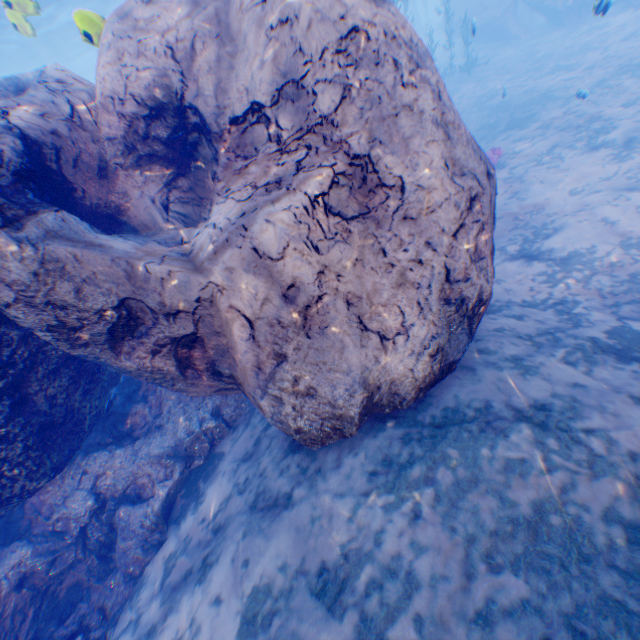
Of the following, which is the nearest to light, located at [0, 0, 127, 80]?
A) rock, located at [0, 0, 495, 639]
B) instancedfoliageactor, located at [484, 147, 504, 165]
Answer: rock, located at [0, 0, 495, 639]

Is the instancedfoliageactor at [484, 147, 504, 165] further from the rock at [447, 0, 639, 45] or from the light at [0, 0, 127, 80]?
the light at [0, 0, 127, 80]

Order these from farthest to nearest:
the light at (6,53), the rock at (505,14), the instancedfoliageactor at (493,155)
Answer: the rock at (505,14), the instancedfoliageactor at (493,155), the light at (6,53)

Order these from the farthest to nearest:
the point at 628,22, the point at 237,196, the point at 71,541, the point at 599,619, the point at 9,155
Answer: the point at 628,22 → the point at 71,541 → the point at 237,196 → the point at 9,155 → the point at 599,619

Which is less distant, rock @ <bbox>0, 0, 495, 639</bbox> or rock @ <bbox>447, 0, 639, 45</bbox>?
rock @ <bbox>0, 0, 495, 639</bbox>

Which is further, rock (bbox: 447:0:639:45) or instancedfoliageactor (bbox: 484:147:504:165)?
rock (bbox: 447:0:639:45)

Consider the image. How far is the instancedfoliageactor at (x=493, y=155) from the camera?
10.64m

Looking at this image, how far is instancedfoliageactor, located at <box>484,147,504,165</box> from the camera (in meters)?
10.64
